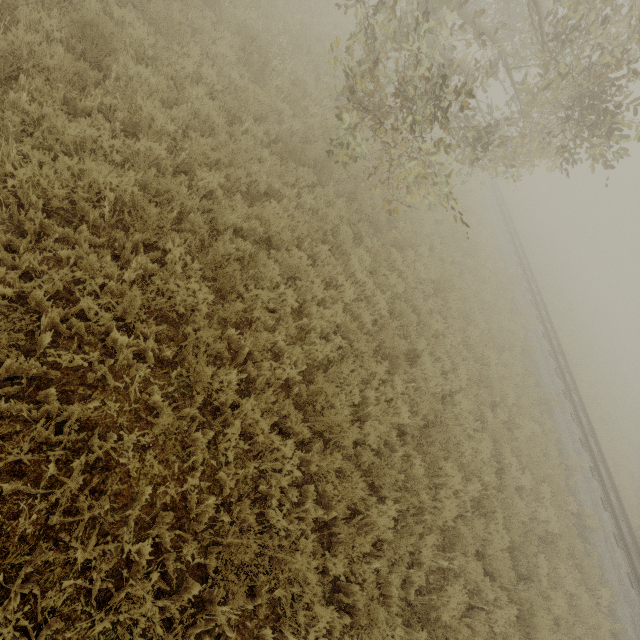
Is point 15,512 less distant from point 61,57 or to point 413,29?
point 61,57
